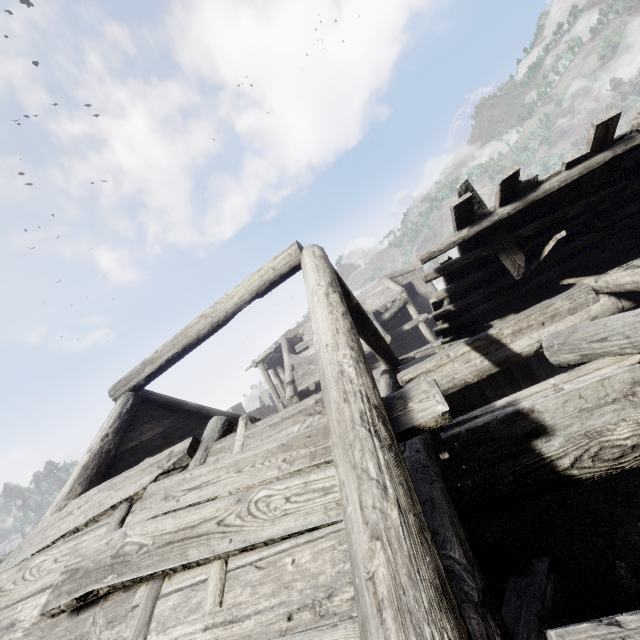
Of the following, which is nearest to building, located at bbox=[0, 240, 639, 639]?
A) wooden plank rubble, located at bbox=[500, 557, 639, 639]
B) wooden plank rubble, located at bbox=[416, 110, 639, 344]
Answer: wooden plank rubble, located at bbox=[416, 110, 639, 344]

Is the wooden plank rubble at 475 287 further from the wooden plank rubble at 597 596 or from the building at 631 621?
the wooden plank rubble at 597 596

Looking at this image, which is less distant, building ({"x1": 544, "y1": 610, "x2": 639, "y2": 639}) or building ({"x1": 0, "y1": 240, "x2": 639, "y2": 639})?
building ({"x1": 544, "y1": 610, "x2": 639, "y2": 639})

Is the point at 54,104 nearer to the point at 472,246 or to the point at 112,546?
the point at 472,246

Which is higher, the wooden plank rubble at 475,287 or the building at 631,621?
the wooden plank rubble at 475,287

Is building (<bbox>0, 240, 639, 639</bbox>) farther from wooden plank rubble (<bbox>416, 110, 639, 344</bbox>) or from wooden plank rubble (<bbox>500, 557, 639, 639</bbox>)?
wooden plank rubble (<bbox>500, 557, 639, 639</bbox>)

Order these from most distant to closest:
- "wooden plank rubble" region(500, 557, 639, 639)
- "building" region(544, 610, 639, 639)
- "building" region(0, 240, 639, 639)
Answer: "wooden plank rubble" region(500, 557, 639, 639) → "building" region(0, 240, 639, 639) → "building" region(544, 610, 639, 639)
